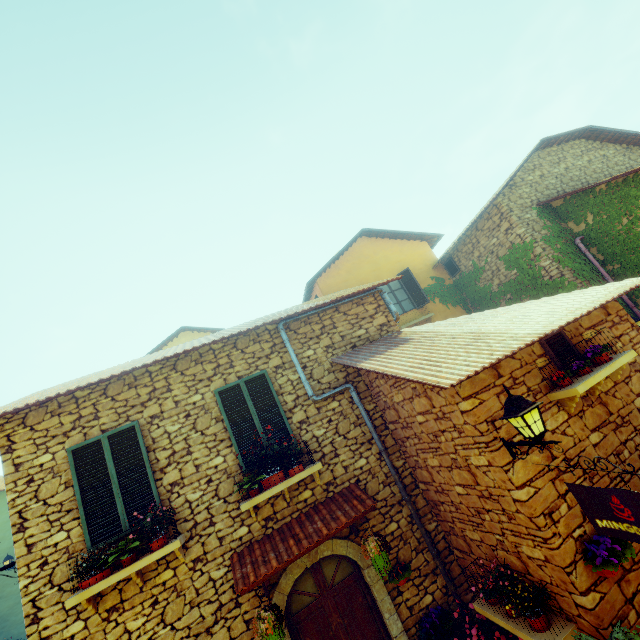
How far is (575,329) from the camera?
5.5m

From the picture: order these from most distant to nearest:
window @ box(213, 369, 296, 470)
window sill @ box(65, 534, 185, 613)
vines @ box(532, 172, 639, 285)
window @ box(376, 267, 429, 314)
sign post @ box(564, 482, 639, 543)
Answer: window @ box(376, 267, 429, 314) < vines @ box(532, 172, 639, 285) < window @ box(213, 369, 296, 470) < window sill @ box(65, 534, 185, 613) < sign post @ box(564, 482, 639, 543)

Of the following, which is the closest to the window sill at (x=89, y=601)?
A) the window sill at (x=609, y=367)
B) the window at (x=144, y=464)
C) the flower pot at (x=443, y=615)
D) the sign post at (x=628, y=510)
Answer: the window at (x=144, y=464)

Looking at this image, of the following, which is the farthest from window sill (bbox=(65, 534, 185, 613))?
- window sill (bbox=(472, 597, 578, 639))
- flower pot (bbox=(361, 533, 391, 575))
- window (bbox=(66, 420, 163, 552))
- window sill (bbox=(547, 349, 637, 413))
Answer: window sill (bbox=(547, 349, 637, 413))

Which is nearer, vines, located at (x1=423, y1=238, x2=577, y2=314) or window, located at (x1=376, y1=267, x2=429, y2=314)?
vines, located at (x1=423, y1=238, x2=577, y2=314)

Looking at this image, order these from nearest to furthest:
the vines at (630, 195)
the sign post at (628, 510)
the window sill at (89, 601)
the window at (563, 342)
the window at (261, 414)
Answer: the sign post at (628, 510)
the window sill at (89, 601)
the window at (563, 342)
the window at (261, 414)
the vines at (630, 195)

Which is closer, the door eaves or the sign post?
the sign post

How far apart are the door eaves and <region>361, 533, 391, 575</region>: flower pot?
0.32m
